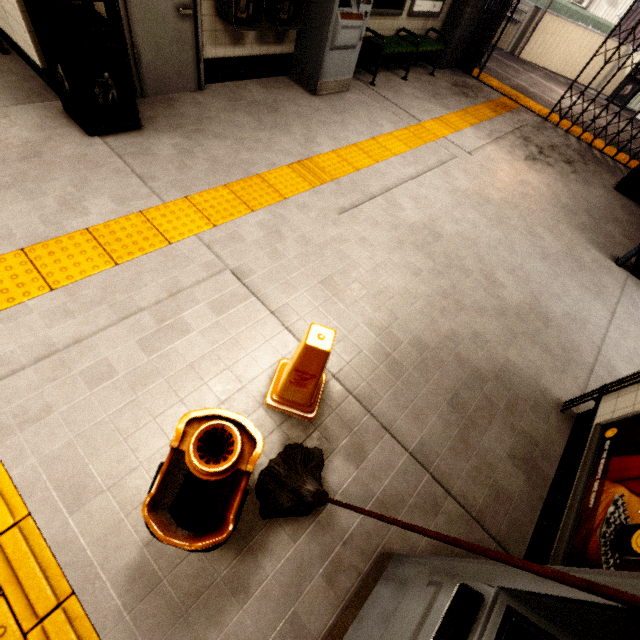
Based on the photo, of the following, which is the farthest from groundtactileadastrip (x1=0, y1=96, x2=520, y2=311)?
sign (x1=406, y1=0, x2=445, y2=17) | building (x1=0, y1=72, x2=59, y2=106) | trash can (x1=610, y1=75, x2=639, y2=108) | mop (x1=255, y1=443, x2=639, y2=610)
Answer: trash can (x1=610, y1=75, x2=639, y2=108)

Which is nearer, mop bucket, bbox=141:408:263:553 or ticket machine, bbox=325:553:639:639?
ticket machine, bbox=325:553:639:639

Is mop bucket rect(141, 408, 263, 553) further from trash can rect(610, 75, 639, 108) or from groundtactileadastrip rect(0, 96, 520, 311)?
trash can rect(610, 75, 639, 108)

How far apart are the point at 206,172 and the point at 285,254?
1.4 meters

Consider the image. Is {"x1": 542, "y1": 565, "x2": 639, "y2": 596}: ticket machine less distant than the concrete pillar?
Yes

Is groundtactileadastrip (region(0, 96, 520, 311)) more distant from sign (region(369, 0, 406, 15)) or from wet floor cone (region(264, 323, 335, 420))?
sign (region(369, 0, 406, 15))

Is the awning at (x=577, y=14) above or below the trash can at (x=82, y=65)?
above

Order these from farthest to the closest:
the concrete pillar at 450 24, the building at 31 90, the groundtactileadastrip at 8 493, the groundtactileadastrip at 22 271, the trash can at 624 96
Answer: the trash can at 624 96, the concrete pillar at 450 24, the building at 31 90, the groundtactileadastrip at 22 271, the groundtactileadastrip at 8 493
